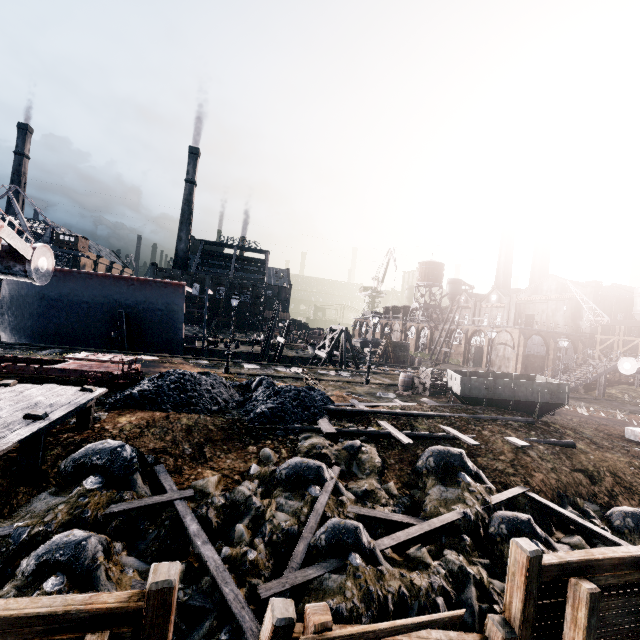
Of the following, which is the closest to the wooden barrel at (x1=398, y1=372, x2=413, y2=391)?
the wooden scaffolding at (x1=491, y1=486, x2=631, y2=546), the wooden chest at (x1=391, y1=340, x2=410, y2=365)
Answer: the wooden scaffolding at (x1=491, y1=486, x2=631, y2=546)

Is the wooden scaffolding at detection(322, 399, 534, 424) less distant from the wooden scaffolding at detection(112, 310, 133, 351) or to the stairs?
the stairs

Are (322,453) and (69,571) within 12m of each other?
yes

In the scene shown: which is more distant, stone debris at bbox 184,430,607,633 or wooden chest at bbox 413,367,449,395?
wooden chest at bbox 413,367,449,395

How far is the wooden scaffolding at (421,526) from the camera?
8.0 meters

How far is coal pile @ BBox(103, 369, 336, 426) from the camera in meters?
13.3 m

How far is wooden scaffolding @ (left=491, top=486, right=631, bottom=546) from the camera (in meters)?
9.56

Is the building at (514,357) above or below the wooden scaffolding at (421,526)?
above
